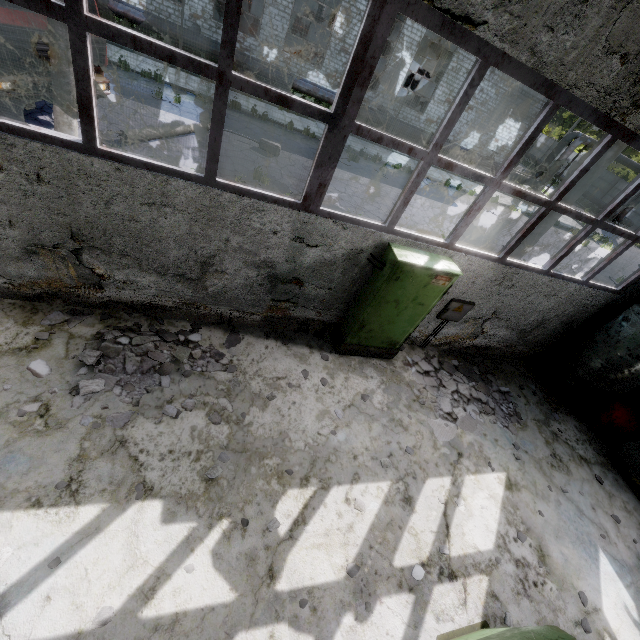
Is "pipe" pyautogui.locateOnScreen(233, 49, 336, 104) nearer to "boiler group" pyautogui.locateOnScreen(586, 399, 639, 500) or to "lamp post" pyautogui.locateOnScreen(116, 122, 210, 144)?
"lamp post" pyautogui.locateOnScreen(116, 122, 210, 144)

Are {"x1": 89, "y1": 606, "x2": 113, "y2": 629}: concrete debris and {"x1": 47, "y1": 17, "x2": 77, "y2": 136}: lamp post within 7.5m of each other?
no

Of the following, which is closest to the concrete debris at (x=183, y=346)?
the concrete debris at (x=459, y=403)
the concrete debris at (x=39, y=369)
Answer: the concrete debris at (x=39, y=369)

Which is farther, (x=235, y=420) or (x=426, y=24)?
(x=235, y=420)

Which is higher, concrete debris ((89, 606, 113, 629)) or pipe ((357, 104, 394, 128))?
pipe ((357, 104, 394, 128))

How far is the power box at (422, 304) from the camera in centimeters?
531cm

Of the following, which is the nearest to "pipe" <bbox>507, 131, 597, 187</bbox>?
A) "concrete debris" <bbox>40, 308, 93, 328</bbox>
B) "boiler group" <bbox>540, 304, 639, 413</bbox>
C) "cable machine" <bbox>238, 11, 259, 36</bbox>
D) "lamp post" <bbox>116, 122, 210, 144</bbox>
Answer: "cable machine" <bbox>238, 11, 259, 36</bbox>

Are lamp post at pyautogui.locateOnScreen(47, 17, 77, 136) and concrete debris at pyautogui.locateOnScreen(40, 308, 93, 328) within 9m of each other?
yes
